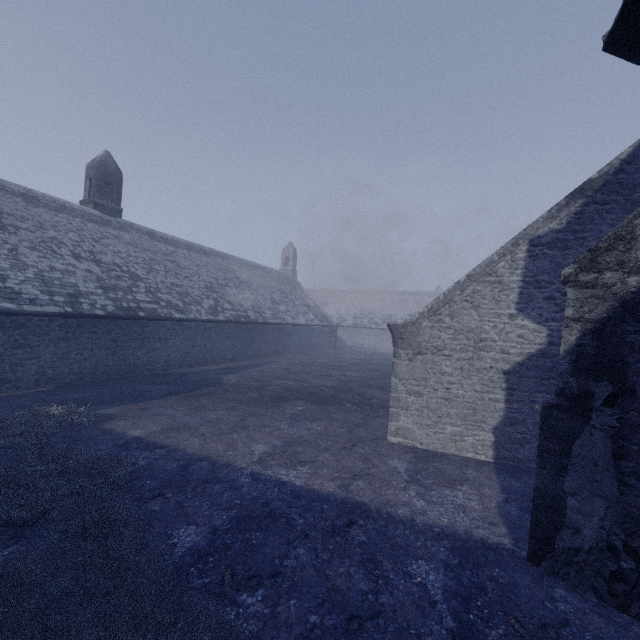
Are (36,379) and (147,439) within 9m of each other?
yes
